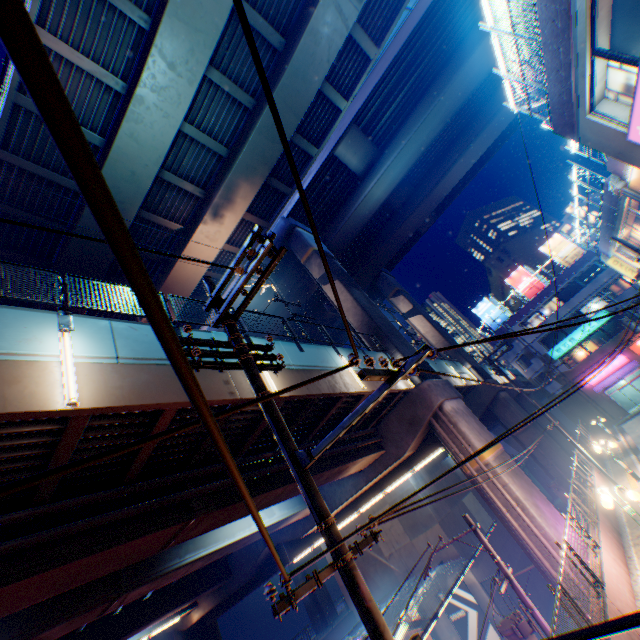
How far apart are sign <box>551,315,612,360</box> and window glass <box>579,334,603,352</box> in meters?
0.5

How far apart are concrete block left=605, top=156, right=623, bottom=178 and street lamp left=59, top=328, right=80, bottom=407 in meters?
24.1

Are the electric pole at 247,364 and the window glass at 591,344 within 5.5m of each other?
no

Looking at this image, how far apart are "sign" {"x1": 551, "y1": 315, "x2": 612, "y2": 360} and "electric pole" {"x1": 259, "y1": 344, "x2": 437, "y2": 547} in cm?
4513

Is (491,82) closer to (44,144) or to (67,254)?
(44,144)

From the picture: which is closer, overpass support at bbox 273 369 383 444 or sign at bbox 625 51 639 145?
sign at bbox 625 51 639 145

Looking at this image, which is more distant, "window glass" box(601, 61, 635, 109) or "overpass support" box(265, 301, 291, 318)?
"overpass support" box(265, 301, 291, 318)

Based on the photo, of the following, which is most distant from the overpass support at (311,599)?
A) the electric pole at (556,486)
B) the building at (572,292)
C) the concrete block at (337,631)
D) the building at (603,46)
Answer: the building at (603,46)
